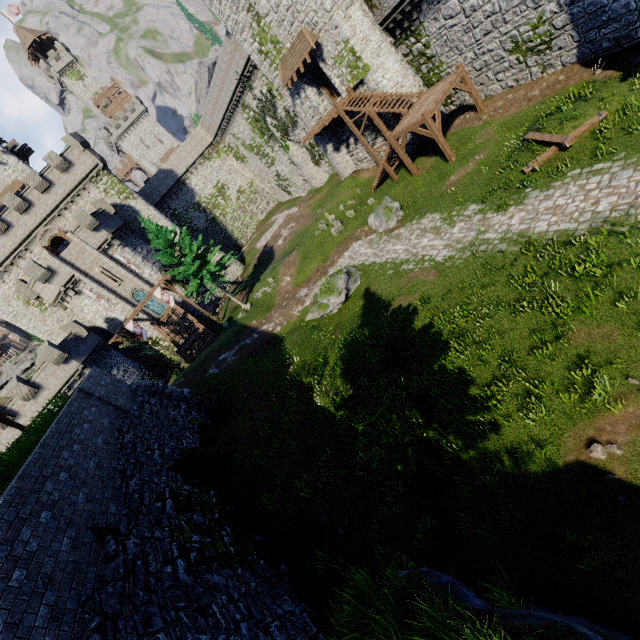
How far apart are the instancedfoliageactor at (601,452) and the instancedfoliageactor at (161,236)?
26.74m

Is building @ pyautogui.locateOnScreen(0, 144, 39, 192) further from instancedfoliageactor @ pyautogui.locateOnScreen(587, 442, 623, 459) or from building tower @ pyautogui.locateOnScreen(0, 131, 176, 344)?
instancedfoliageactor @ pyautogui.locateOnScreen(587, 442, 623, 459)

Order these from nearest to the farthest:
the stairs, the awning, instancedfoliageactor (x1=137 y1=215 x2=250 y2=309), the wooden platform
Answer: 1. the stairs
2. the awning
3. the wooden platform
4. instancedfoliageactor (x1=137 y1=215 x2=250 y2=309)

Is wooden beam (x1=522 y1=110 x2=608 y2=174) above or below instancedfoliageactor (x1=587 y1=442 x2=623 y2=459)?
above

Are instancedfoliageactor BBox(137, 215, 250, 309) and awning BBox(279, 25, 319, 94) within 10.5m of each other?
no

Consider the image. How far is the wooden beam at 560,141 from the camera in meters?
12.2 m

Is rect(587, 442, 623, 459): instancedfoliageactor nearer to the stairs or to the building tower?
the stairs

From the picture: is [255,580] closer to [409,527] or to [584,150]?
[409,527]
